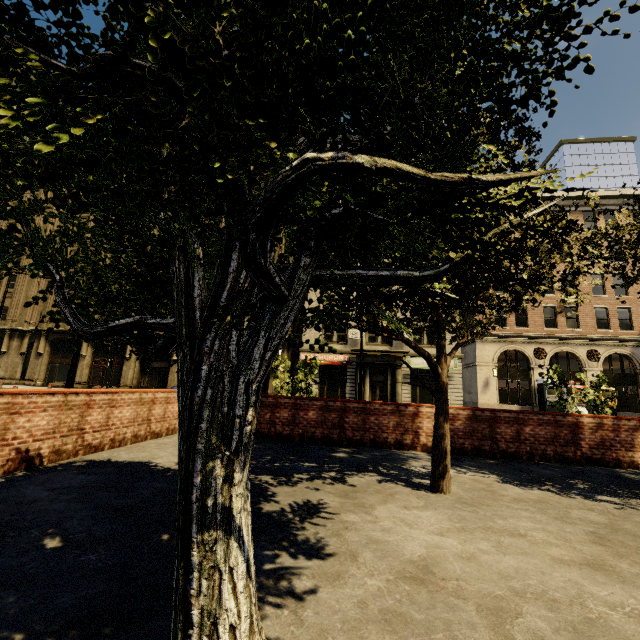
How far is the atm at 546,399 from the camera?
24.8 meters

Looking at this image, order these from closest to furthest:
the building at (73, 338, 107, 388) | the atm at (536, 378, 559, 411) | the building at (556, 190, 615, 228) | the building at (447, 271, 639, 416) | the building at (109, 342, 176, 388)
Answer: the atm at (536, 378, 559, 411)
the building at (447, 271, 639, 416)
the building at (556, 190, 615, 228)
the building at (109, 342, 176, 388)
the building at (73, 338, 107, 388)

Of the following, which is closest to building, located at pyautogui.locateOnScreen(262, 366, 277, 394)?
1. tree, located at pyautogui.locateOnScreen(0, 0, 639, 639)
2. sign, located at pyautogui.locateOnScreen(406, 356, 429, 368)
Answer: sign, located at pyautogui.locateOnScreen(406, 356, 429, 368)

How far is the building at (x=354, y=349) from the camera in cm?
2805

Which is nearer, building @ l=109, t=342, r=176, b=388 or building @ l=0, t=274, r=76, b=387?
building @ l=109, t=342, r=176, b=388

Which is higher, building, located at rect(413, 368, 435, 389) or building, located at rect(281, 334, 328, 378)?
building, located at rect(281, 334, 328, 378)

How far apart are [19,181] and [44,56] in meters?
1.0
